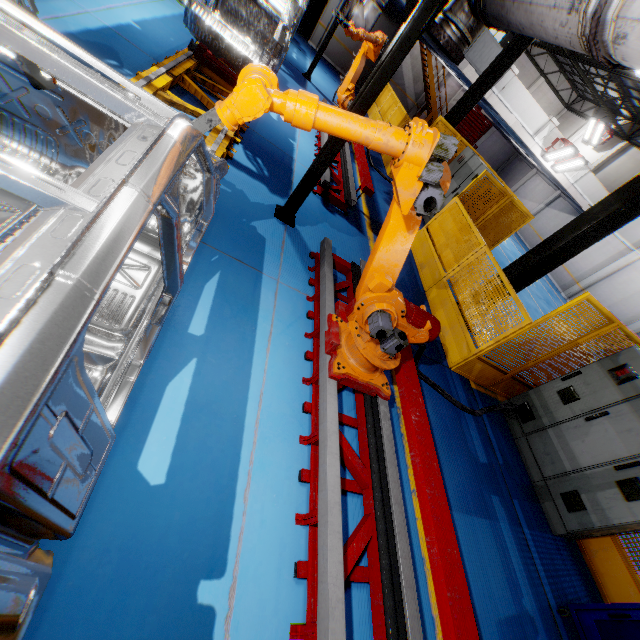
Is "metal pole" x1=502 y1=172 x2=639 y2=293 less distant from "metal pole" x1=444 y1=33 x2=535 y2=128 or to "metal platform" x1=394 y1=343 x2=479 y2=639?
"metal platform" x1=394 y1=343 x2=479 y2=639

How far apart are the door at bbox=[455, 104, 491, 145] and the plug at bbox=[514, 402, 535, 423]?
29.2m

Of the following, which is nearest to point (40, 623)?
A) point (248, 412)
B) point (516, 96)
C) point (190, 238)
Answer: point (248, 412)

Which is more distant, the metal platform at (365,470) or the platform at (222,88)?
the platform at (222,88)

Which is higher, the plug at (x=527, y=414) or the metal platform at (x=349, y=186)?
the plug at (x=527, y=414)

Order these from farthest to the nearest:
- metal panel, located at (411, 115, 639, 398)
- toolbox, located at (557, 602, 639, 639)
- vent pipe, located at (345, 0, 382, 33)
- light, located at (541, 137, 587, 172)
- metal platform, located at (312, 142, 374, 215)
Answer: light, located at (541, 137, 587, 172)
vent pipe, located at (345, 0, 382, 33)
metal platform, located at (312, 142, 374, 215)
metal panel, located at (411, 115, 639, 398)
toolbox, located at (557, 602, 639, 639)

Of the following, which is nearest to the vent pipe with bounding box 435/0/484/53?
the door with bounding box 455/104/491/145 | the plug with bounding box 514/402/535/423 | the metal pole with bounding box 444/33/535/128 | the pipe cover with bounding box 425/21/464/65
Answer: the pipe cover with bounding box 425/21/464/65

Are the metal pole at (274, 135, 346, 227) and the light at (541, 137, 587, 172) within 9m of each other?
no
